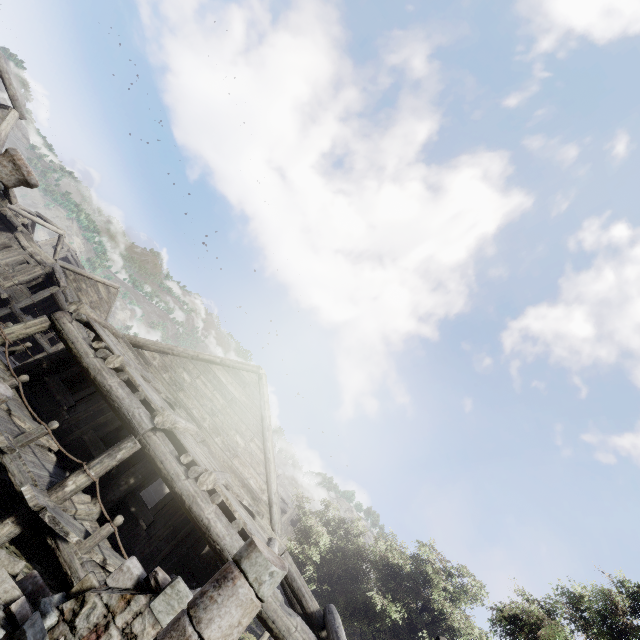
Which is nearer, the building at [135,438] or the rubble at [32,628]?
the rubble at [32,628]

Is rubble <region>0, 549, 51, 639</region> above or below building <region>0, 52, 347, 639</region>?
below

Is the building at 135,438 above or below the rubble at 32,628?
above

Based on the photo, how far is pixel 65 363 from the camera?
10.3 meters

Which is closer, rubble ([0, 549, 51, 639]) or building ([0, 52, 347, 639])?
rubble ([0, 549, 51, 639])
